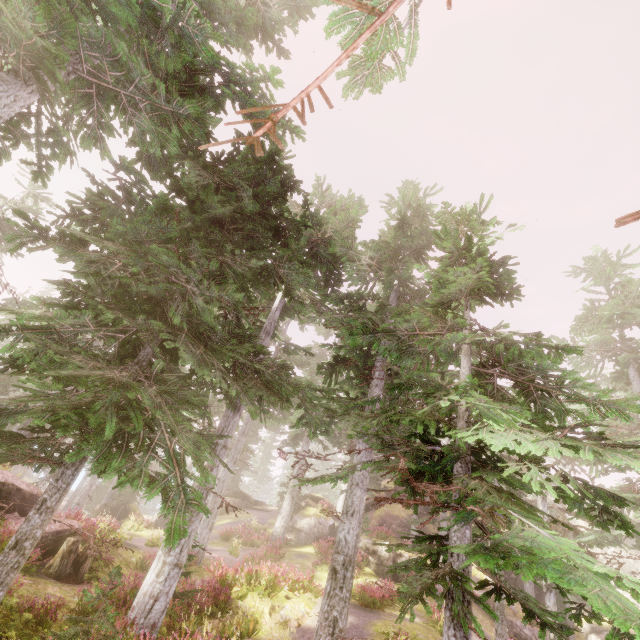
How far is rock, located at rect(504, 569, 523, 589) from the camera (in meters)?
27.69

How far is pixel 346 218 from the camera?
14.4m

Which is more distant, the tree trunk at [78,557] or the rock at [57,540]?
the rock at [57,540]

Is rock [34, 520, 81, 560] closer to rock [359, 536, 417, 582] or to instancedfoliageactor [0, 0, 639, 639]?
instancedfoliageactor [0, 0, 639, 639]

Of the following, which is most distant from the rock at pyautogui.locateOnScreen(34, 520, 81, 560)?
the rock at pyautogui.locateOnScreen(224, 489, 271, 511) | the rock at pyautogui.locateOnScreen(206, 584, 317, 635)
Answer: the rock at pyautogui.locateOnScreen(224, 489, 271, 511)

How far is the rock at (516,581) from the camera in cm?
2769

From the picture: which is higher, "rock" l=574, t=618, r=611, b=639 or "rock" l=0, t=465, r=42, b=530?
"rock" l=574, t=618, r=611, b=639

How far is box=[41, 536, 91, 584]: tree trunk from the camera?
11.1m
